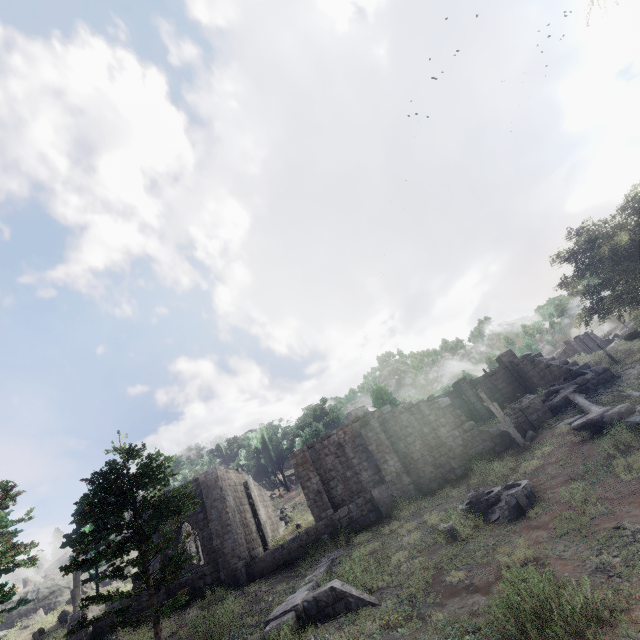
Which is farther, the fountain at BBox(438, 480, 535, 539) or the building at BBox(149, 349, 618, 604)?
the building at BBox(149, 349, 618, 604)

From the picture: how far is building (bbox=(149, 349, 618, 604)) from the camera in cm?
1900

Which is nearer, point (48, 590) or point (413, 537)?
point (413, 537)

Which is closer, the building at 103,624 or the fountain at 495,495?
the fountain at 495,495

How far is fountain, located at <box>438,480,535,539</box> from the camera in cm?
1137

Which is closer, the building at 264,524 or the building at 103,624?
the building at 103,624

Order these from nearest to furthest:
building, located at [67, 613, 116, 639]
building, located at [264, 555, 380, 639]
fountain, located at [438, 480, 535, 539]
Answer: building, located at [264, 555, 380, 639] → fountain, located at [438, 480, 535, 539] → building, located at [67, 613, 116, 639]
